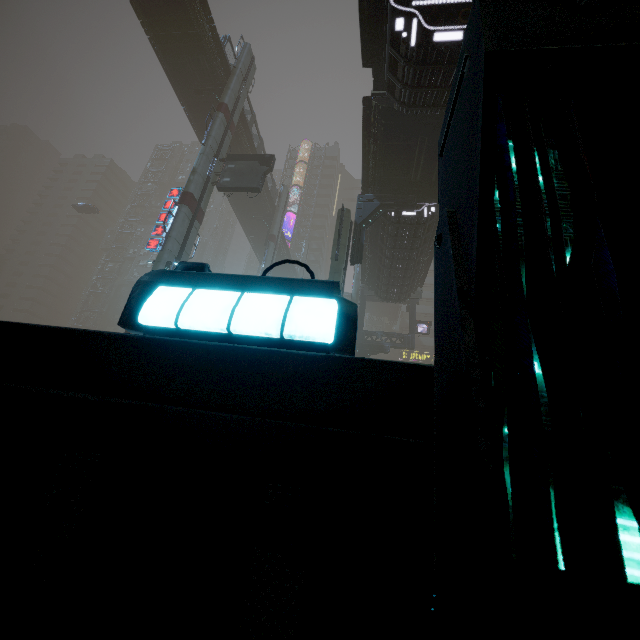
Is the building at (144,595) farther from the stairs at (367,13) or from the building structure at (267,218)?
the stairs at (367,13)

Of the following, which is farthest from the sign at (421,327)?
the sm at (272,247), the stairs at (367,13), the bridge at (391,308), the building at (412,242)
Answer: the stairs at (367,13)

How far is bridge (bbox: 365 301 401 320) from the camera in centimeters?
5272cm

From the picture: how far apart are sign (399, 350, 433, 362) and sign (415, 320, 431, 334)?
20.0m

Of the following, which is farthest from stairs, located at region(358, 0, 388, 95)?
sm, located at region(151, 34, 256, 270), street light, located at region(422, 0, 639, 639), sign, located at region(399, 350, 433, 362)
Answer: sign, located at region(399, 350, 433, 362)

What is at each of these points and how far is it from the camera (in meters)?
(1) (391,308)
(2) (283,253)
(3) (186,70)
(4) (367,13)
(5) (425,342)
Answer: (1) bridge, 52.88
(2) bridge, 49.28
(3) bridge, 26.48
(4) stairs, 11.23
(5) building, 54.03

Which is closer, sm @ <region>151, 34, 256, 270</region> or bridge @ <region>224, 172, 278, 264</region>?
sm @ <region>151, 34, 256, 270</region>

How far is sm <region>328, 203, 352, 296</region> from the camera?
17.3m
